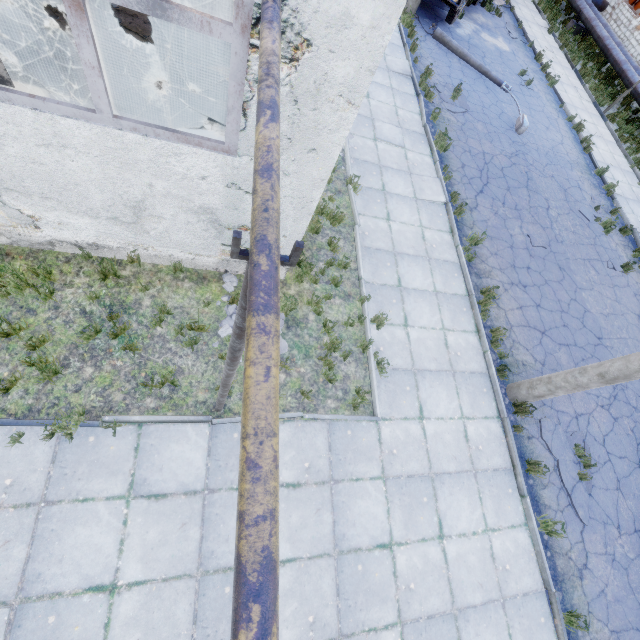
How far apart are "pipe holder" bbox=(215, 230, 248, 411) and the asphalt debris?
6.9 meters

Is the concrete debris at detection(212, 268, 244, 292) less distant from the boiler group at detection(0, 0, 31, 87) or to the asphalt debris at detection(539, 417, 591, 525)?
the boiler group at detection(0, 0, 31, 87)

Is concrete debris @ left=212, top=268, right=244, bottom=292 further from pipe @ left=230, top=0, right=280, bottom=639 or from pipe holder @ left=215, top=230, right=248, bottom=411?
pipe @ left=230, top=0, right=280, bottom=639

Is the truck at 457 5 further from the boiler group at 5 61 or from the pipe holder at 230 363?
the pipe holder at 230 363

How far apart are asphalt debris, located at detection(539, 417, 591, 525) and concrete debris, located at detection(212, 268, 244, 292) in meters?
6.0

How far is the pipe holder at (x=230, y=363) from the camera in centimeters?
135cm

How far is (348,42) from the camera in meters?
2.9 m

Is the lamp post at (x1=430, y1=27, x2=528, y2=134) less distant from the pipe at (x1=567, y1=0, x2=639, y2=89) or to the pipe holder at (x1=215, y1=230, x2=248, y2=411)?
the pipe at (x1=567, y1=0, x2=639, y2=89)
